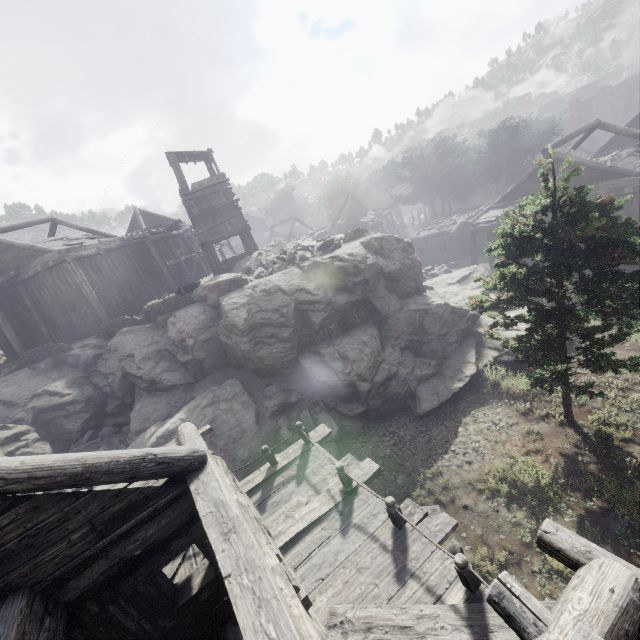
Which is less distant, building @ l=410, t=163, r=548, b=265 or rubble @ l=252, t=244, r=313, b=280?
rubble @ l=252, t=244, r=313, b=280

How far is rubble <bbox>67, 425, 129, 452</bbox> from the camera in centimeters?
1543cm

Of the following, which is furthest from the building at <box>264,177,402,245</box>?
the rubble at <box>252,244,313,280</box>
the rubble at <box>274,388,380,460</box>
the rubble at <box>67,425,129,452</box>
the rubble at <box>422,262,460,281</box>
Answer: the rubble at <box>67,425,129,452</box>

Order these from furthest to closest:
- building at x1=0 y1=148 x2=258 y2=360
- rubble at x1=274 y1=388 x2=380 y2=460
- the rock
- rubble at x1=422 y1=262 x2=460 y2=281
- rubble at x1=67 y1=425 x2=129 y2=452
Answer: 1. rubble at x1=422 y1=262 x2=460 y2=281
2. building at x1=0 y1=148 x2=258 y2=360
3. rubble at x1=67 y1=425 x2=129 y2=452
4. the rock
5. rubble at x1=274 y1=388 x2=380 y2=460

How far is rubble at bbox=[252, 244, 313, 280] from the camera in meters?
17.2

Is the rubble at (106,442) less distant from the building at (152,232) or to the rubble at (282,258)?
the building at (152,232)

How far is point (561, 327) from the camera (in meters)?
7.61

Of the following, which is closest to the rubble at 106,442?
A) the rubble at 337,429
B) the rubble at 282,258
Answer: the rubble at 337,429
